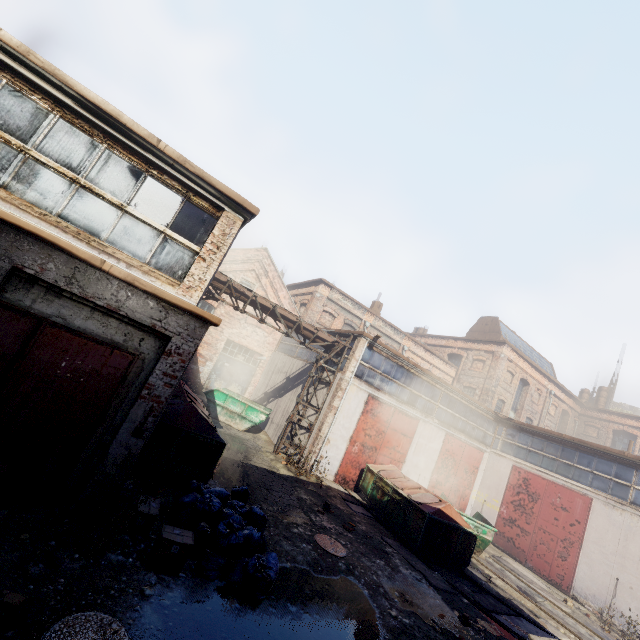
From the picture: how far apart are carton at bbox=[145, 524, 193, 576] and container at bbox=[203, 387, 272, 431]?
11.0m

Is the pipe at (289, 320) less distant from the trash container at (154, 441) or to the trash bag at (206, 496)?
the trash container at (154, 441)

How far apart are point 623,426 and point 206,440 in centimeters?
4050cm

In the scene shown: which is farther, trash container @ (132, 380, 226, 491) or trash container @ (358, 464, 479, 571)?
trash container @ (358, 464, 479, 571)

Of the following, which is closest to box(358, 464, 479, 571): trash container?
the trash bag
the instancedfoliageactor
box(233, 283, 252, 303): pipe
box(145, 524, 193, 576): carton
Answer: box(233, 283, 252, 303): pipe

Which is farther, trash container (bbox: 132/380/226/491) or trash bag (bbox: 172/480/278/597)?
trash container (bbox: 132/380/226/491)

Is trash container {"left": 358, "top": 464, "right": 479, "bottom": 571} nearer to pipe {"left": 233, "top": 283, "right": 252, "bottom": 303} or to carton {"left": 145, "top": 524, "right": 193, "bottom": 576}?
pipe {"left": 233, "top": 283, "right": 252, "bottom": 303}

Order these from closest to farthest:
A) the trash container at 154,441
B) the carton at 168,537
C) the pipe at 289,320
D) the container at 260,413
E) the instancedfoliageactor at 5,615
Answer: the instancedfoliageactor at 5,615 < the carton at 168,537 < the trash container at 154,441 < the pipe at 289,320 < the container at 260,413
